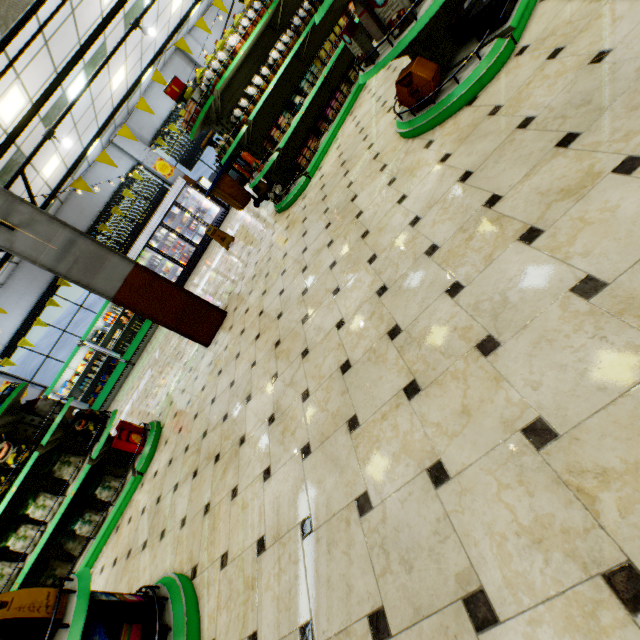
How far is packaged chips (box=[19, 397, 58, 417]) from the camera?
4.36m

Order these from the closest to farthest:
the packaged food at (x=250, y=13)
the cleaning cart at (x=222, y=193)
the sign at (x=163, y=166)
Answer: the packaged food at (x=250, y=13)
the cleaning cart at (x=222, y=193)
the sign at (x=163, y=166)

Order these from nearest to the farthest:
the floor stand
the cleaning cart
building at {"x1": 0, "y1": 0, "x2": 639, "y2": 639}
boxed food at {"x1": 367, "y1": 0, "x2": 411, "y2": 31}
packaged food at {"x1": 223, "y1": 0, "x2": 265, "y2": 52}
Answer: building at {"x1": 0, "y1": 0, "x2": 639, "y2": 639} → boxed food at {"x1": 367, "y1": 0, "x2": 411, "y2": 31} → packaged food at {"x1": 223, "y1": 0, "x2": 265, "y2": 52} → the cleaning cart → the floor stand

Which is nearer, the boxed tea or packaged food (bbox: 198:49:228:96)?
the boxed tea

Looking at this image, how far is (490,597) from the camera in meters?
1.1 m

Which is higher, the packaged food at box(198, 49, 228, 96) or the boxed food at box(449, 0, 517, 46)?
the packaged food at box(198, 49, 228, 96)

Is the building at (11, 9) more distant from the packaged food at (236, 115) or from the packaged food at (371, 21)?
the packaged food at (236, 115)

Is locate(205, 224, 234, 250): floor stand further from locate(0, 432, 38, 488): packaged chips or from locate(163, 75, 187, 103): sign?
locate(0, 432, 38, 488): packaged chips
